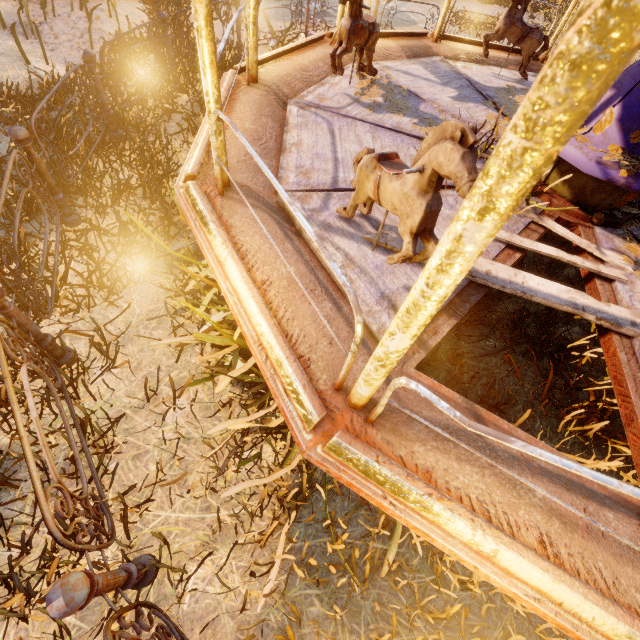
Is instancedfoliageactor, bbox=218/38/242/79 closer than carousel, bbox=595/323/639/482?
No

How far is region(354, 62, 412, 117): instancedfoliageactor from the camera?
3.88m

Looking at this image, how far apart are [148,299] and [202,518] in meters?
2.5

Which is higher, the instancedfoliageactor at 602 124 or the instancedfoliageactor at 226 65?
the instancedfoliageactor at 602 124

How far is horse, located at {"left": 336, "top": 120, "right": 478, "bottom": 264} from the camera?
1.48m

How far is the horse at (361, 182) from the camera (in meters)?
1.48
